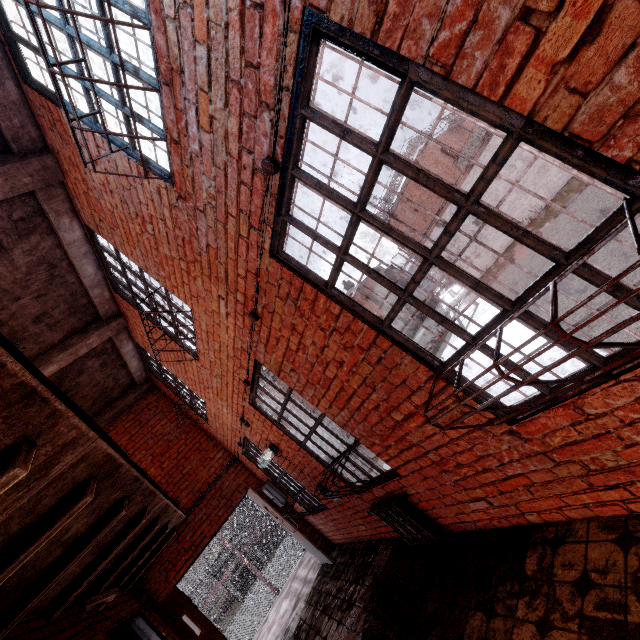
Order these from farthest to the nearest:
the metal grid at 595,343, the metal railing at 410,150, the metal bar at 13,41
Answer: the metal railing at 410,150, the metal bar at 13,41, the metal grid at 595,343

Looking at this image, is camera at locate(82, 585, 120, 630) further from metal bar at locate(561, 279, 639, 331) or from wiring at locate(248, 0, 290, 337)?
metal bar at locate(561, 279, 639, 331)

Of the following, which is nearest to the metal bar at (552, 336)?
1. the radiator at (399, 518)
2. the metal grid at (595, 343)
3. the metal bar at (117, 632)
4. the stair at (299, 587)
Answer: the metal grid at (595, 343)

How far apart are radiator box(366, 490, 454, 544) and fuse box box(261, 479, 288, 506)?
3.4 meters

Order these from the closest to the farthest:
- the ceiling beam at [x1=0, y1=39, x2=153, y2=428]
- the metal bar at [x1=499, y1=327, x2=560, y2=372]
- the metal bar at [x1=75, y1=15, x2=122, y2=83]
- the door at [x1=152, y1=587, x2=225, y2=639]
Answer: the metal bar at [x1=499, y1=327, x2=560, y2=372] → the metal bar at [x1=75, y1=15, x2=122, y2=83] → the ceiling beam at [x1=0, y1=39, x2=153, y2=428] → the door at [x1=152, y1=587, x2=225, y2=639]

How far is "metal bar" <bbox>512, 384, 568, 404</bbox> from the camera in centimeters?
171cm

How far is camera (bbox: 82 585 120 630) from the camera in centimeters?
376cm

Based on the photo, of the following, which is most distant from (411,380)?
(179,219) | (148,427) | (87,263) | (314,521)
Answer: (148,427)
